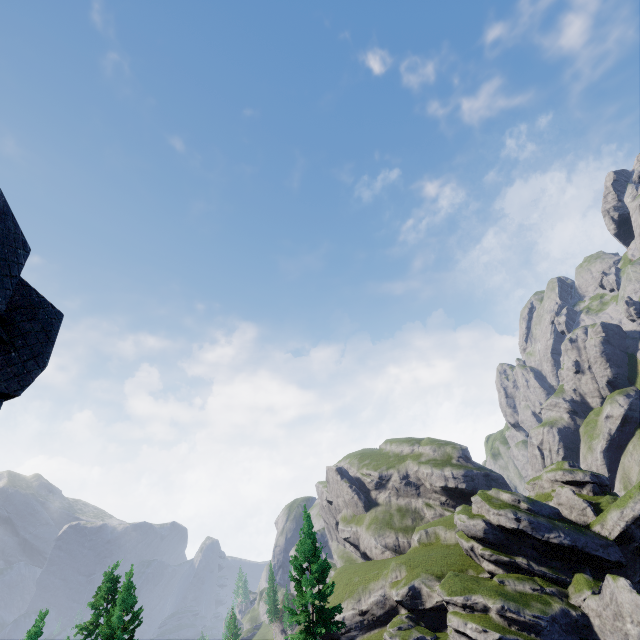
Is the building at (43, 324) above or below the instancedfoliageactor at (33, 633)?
above

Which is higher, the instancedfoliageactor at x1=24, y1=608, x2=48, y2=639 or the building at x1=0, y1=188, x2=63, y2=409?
the building at x1=0, y1=188, x2=63, y2=409

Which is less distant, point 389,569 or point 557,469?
point 389,569

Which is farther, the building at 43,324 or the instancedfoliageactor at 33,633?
the instancedfoliageactor at 33,633

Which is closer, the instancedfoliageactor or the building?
the building
